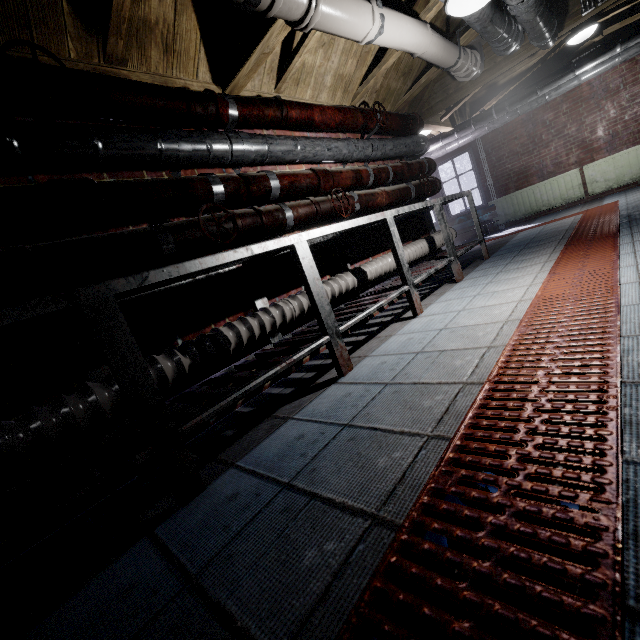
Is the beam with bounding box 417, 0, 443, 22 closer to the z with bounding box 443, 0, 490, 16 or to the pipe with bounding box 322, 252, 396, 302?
the z with bounding box 443, 0, 490, 16

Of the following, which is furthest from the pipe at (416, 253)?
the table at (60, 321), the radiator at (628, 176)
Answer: the radiator at (628, 176)

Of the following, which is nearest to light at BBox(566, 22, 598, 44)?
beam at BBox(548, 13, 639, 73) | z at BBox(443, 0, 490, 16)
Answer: beam at BBox(548, 13, 639, 73)

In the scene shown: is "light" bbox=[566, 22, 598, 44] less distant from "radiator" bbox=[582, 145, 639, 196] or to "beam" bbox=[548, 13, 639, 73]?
"beam" bbox=[548, 13, 639, 73]

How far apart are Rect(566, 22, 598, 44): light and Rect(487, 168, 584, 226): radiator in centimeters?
213cm

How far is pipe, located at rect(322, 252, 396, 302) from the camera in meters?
2.5

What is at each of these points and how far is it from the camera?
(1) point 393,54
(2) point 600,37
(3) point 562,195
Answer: (1) beam, 2.9 meters
(2) beam, 4.7 meters
(3) radiator, 6.2 meters

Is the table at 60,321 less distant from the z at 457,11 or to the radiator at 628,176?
the z at 457,11
